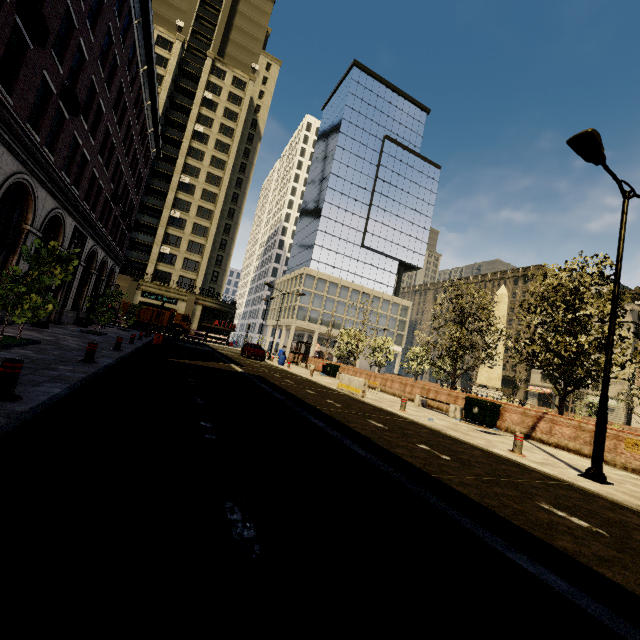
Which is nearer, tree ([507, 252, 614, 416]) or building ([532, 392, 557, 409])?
tree ([507, 252, 614, 416])

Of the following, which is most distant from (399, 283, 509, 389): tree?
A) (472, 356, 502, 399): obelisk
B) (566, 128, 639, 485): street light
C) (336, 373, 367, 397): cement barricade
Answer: (336, 373, 367, 397): cement barricade

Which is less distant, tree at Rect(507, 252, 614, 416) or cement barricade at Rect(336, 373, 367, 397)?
tree at Rect(507, 252, 614, 416)

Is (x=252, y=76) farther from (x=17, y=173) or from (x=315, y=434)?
(x=315, y=434)

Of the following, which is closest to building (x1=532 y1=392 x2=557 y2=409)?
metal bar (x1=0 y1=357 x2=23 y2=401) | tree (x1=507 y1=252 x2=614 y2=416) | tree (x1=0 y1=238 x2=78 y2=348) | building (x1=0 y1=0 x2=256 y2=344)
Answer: building (x1=0 y1=0 x2=256 y2=344)

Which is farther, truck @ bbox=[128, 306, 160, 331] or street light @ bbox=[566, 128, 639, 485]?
truck @ bbox=[128, 306, 160, 331]

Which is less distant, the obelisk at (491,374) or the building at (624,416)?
the obelisk at (491,374)

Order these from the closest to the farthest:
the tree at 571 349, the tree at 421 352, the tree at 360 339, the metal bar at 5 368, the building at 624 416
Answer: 1. the metal bar at 5 368
2. the tree at 571 349
3. the tree at 421 352
4. the tree at 360 339
5. the building at 624 416
